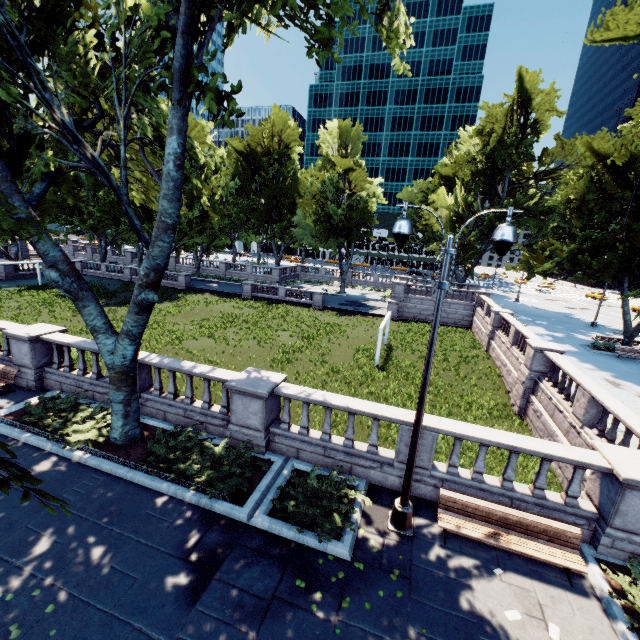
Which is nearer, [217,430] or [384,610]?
[384,610]

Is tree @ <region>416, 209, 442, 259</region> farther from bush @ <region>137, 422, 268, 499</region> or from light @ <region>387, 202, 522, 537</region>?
light @ <region>387, 202, 522, 537</region>

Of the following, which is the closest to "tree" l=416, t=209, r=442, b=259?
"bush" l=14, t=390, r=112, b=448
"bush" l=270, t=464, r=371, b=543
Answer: "bush" l=14, t=390, r=112, b=448

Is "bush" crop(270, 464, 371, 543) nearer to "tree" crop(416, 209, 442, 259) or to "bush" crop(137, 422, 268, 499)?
"bush" crop(137, 422, 268, 499)

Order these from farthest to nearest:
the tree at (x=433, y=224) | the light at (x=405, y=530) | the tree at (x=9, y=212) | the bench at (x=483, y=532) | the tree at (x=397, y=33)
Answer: the tree at (x=433, y=224)
the tree at (x=397, y=33)
the tree at (x=9, y=212)
the bench at (x=483, y=532)
the light at (x=405, y=530)

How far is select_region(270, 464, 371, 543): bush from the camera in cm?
744

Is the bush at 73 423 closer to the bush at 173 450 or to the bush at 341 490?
the bush at 173 450

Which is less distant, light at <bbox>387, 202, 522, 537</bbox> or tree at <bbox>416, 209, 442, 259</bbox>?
light at <bbox>387, 202, 522, 537</bbox>
